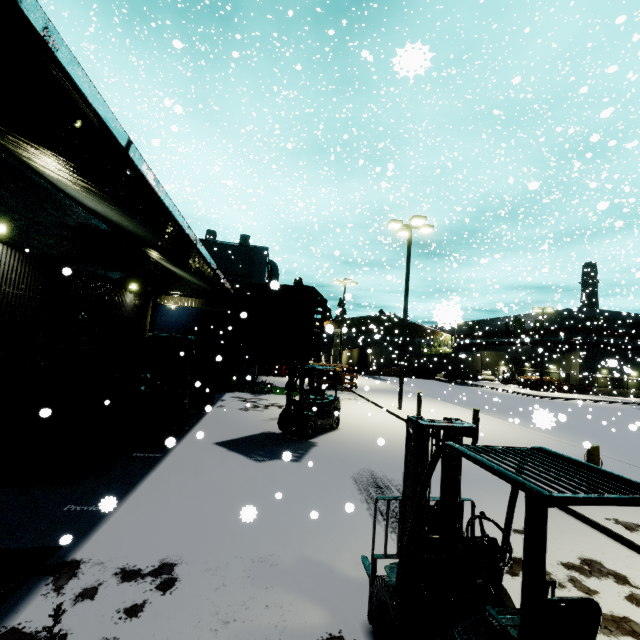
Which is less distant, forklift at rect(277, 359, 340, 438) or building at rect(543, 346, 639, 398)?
forklift at rect(277, 359, 340, 438)

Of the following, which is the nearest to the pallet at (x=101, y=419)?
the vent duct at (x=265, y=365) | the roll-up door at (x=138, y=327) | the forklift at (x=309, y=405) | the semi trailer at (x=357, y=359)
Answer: the forklift at (x=309, y=405)

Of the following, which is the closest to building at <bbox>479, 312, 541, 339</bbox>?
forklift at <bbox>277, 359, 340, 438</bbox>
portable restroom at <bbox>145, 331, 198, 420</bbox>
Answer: portable restroom at <bbox>145, 331, 198, 420</bbox>

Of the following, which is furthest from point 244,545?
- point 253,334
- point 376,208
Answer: point 376,208

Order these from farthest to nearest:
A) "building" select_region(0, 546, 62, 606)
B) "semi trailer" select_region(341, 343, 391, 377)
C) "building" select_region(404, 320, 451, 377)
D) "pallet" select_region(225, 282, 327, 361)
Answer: "building" select_region(404, 320, 451, 377)
"semi trailer" select_region(341, 343, 391, 377)
"pallet" select_region(225, 282, 327, 361)
"building" select_region(0, 546, 62, 606)

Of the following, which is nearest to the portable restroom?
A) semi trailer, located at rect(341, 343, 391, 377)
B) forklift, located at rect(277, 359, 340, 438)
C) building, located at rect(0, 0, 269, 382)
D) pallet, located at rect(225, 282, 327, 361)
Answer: pallet, located at rect(225, 282, 327, 361)

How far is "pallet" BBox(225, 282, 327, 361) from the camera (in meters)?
8.38

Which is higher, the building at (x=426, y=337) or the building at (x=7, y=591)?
the building at (x=426, y=337)
